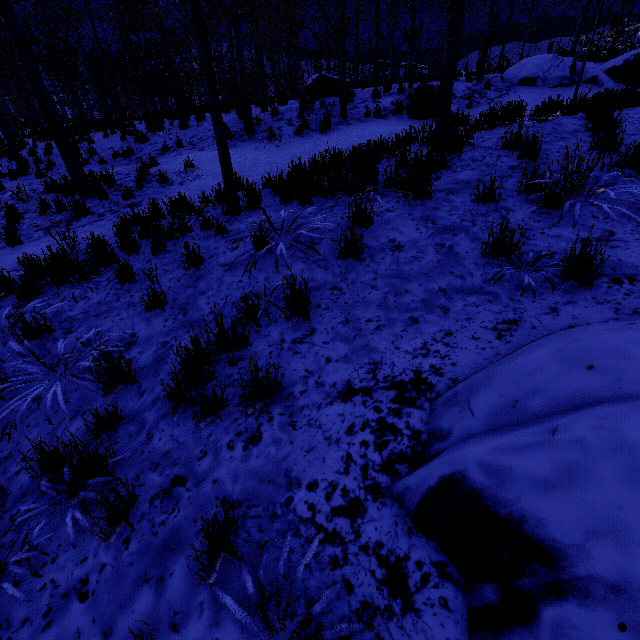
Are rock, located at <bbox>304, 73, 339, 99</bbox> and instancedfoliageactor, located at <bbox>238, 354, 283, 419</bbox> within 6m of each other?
no

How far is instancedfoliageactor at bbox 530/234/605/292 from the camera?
2.5 meters

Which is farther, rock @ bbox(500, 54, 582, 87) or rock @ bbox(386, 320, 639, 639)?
rock @ bbox(500, 54, 582, 87)

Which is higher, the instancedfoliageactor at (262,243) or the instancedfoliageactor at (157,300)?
the instancedfoliageactor at (262,243)

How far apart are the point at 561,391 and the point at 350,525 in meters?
1.2 m

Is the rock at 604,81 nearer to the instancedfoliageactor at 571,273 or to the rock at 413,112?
the rock at 413,112

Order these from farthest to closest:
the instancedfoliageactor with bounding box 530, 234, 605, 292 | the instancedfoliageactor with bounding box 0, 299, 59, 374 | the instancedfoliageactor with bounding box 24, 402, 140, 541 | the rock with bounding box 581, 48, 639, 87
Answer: the rock with bounding box 581, 48, 639, 87, the instancedfoliageactor with bounding box 0, 299, 59, 374, the instancedfoliageactor with bounding box 530, 234, 605, 292, the instancedfoliageactor with bounding box 24, 402, 140, 541

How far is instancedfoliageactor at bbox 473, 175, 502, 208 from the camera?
3.8 meters
